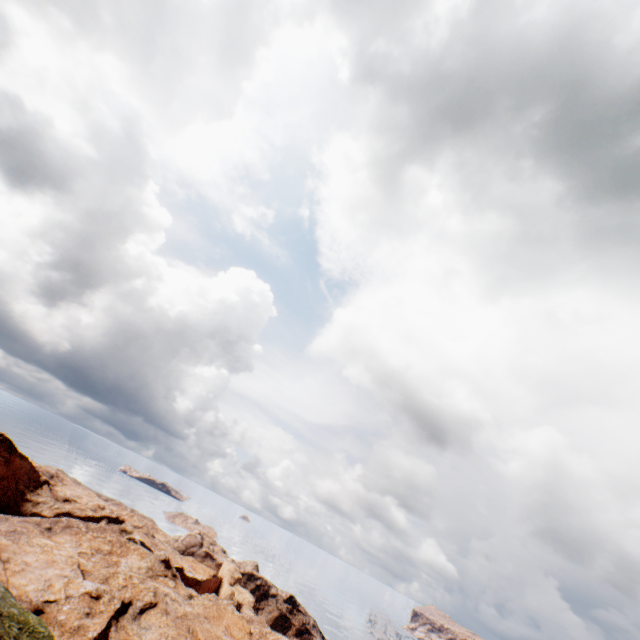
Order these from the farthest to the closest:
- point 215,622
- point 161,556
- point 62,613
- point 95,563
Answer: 1. point 161,556
2. point 95,563
3. point 215,622
4. point 62,613
